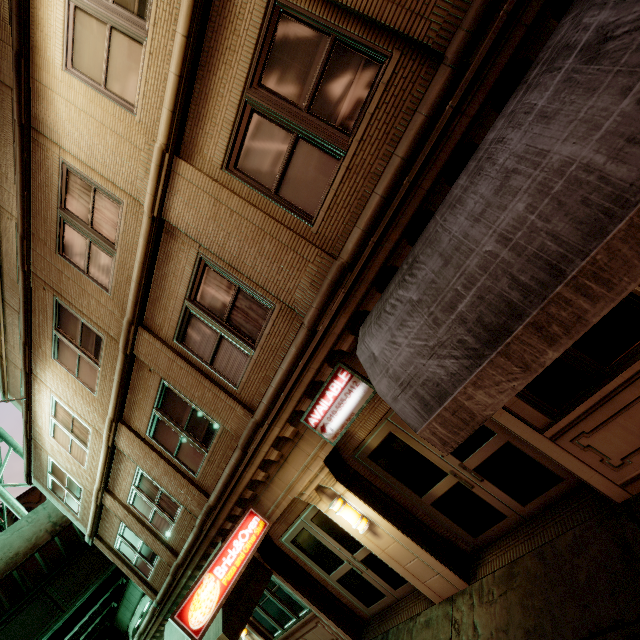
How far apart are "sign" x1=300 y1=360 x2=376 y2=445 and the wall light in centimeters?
121cm

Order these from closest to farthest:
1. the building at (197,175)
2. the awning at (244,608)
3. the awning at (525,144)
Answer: the awning at (525,144), the building at (197,175), the awning at (244,608)

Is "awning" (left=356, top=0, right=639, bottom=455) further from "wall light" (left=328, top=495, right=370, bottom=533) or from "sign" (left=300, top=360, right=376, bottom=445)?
"wall light" (left=328, top=495, right=370, bottom=533)

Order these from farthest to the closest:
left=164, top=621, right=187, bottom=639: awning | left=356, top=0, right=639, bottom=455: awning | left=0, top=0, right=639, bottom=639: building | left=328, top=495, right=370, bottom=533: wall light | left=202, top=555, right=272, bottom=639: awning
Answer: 1. left=164, top=621, right=187, bottom=639: awning
2. left=202, top=555, right=272, bottom=639: awning
3. left=328, top=495, right=370, bottom=533: wall light
4. left=0, top=0, right=639, bottom=639: building
5. left=356, top=0, right=639, bottom=455: awning

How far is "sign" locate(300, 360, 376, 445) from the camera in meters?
5.0 m

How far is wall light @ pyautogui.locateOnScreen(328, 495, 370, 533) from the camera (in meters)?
5.96

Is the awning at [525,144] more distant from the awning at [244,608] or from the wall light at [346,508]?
the awning at [244,608]

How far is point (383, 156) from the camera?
4.0 meters
